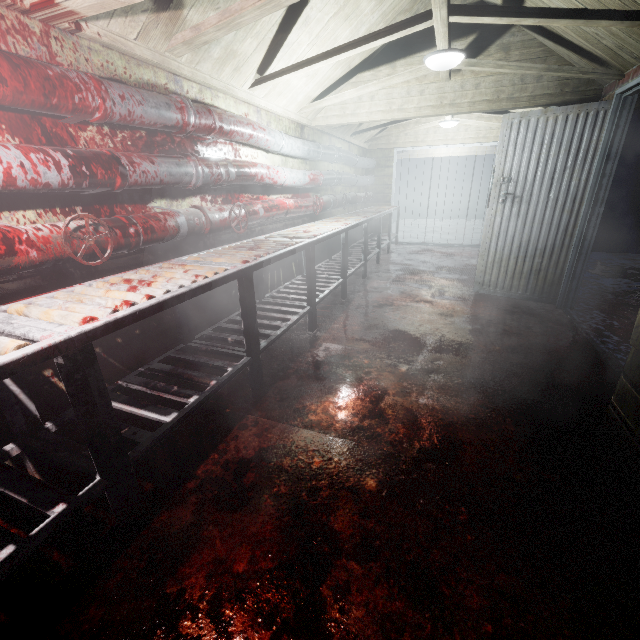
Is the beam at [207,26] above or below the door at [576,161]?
above

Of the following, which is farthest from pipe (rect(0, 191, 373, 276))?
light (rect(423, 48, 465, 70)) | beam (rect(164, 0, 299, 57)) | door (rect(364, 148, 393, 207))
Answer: light (rect(423, 48, 465, 70))

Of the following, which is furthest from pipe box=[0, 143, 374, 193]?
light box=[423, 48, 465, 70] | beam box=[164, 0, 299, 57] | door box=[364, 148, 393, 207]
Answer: light box=[423, 48, 465, 70]

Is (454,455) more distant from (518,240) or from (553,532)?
(518,240)

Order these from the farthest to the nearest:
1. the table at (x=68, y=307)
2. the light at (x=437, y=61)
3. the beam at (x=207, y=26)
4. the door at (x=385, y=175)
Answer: the door at (x=385, y=175) < the light at (x=437, y=61) < the beam at (x=207, y=26) < the table at (x=68, y=307)

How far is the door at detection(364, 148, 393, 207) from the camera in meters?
6.9 m

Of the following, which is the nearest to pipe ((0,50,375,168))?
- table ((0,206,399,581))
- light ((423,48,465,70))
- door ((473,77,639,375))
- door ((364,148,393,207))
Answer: door ((364,148,393,207))

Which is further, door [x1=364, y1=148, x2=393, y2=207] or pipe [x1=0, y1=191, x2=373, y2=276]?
door [x1=364, y1=148, x2=393, y2=207]
